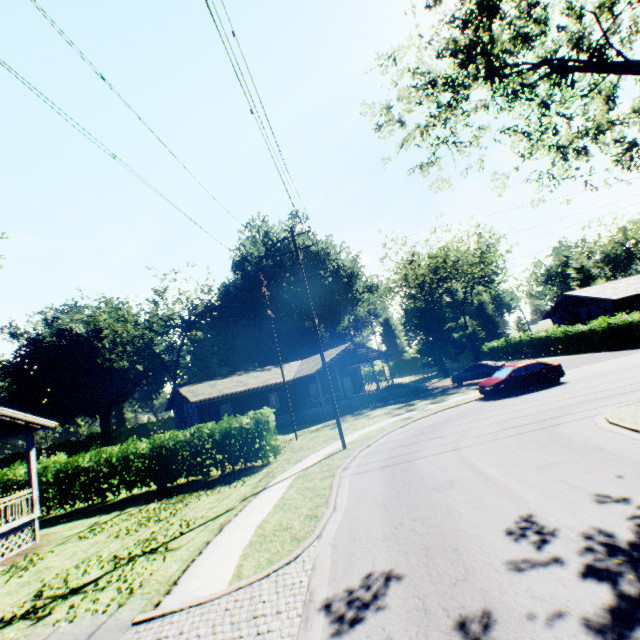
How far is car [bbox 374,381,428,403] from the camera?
28.7m

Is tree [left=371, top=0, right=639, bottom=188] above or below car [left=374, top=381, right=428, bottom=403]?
above

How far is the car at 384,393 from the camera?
28.74m

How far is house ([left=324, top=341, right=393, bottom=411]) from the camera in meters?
32.0

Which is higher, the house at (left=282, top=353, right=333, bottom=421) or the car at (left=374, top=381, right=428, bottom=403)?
the house at (left=282, top=353, right=333, bottom=421)

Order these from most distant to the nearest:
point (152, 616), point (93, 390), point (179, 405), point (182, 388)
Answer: point (93, 390)
point (179, 405)
point (182, 388)
point (152, 616)

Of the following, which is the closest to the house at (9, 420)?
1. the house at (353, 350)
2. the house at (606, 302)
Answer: the house at (353, 350)
